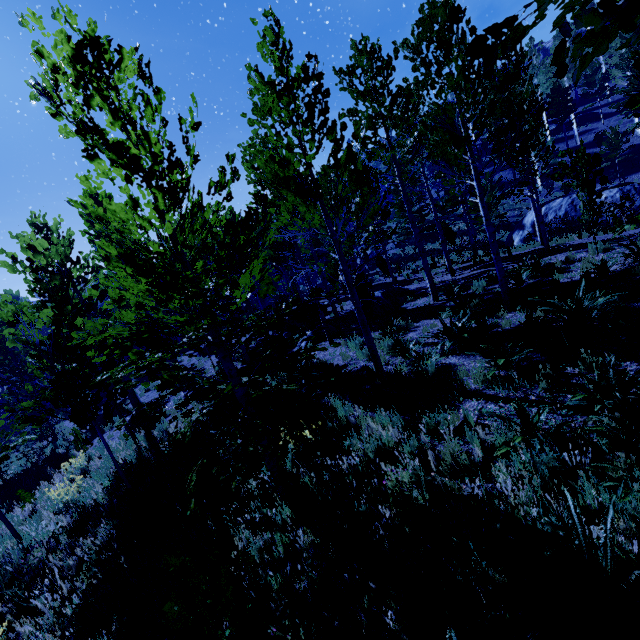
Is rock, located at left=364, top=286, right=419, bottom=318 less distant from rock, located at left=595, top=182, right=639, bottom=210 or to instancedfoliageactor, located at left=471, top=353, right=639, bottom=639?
instancedfoliageactor, located at left=471, top=353, right=639, bottom=639

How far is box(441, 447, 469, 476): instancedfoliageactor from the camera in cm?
422

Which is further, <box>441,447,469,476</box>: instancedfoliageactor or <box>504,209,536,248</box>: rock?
<box>504,209,536,248</box>: rock

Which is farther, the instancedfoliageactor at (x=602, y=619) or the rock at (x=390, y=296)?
the rock at (x=390, y=296)

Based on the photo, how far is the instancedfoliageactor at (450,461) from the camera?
4.2 meters

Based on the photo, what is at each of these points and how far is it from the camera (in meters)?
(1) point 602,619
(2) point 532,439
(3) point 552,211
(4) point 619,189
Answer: (1) instancedfoliageactor, 2.16
(2) instancedfoliageactor, 3.92
(3) rock, 21.53
(4) rock, 18.97
